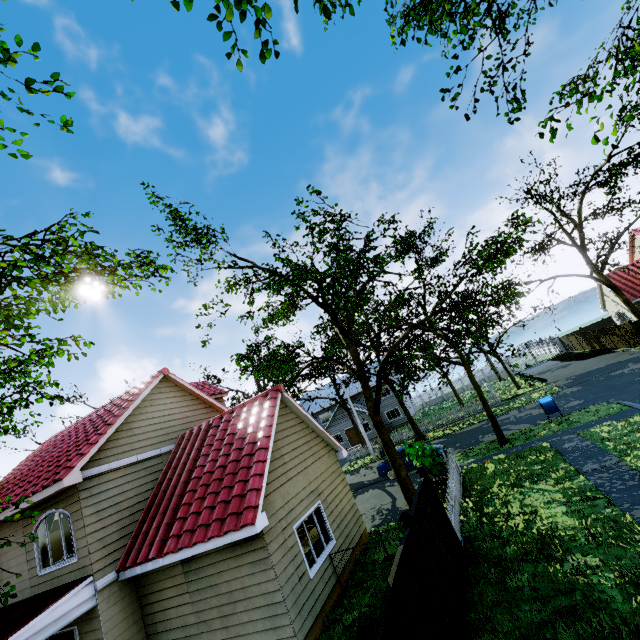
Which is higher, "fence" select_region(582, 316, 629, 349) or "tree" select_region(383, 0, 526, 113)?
"tree" select_region(383, 0, 526, 113)

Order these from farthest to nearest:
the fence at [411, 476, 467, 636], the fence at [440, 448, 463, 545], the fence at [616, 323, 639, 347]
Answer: the fence at [616, 323, 639, 347]
the fence at [440, 448, 463, 545]
the fence at [411, 476, 467, 636]

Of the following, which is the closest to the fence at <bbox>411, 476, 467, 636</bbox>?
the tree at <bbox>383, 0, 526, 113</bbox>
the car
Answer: the tree at <bbox>383, 0, 526, 113</bbox>

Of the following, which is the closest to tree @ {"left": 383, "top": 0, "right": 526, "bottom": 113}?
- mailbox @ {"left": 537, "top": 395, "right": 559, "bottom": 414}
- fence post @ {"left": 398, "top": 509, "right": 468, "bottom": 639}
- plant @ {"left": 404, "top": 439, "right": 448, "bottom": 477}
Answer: plant @ {"left": 404, "top": 439, "right": 448, "bottom": 477}

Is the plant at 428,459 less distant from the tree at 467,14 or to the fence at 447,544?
the fence at 447,544

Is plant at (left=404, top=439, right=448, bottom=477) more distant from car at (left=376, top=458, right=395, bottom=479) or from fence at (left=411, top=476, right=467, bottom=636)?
car at (left=376, top=458, right=395, bottom=479)

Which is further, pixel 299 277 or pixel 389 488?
pixel 389 488

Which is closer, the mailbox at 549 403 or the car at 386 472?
the mailbox at 549 403
